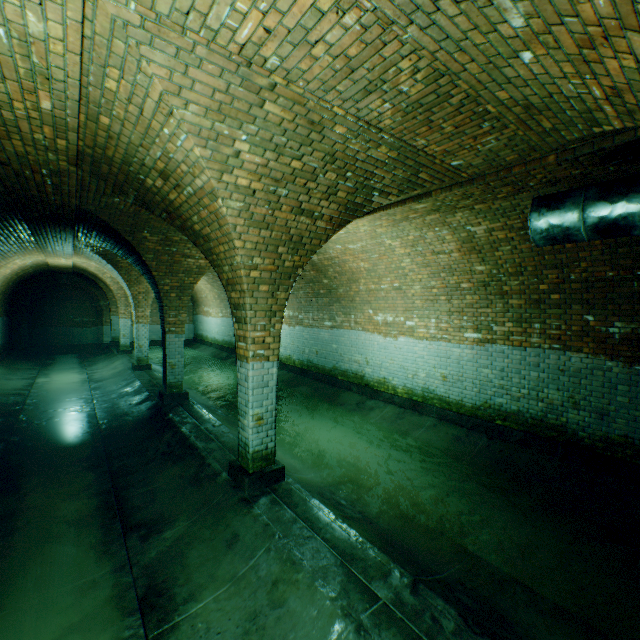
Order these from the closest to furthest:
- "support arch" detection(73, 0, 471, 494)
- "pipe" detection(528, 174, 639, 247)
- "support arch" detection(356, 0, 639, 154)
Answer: "support arch" detection(356, 0, 639, 154), "support arch" detection(73, 0, 471, 494), "pipe" detection(528, 174, 639, 247)

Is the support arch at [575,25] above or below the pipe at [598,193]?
above

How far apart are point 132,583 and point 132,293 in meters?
10.6

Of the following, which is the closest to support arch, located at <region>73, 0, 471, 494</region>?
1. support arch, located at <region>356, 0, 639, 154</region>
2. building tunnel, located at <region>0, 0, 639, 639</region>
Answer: building tunnel, located at <region>0, 0, 639, 639</region>

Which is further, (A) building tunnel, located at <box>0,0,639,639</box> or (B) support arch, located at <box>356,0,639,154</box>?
(A) building tunnel, located at <box>0,0,639,639</box>

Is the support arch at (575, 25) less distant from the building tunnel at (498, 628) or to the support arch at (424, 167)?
the building tunnel at (498, 628)

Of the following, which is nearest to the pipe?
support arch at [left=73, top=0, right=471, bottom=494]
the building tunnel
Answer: the building tunnel
